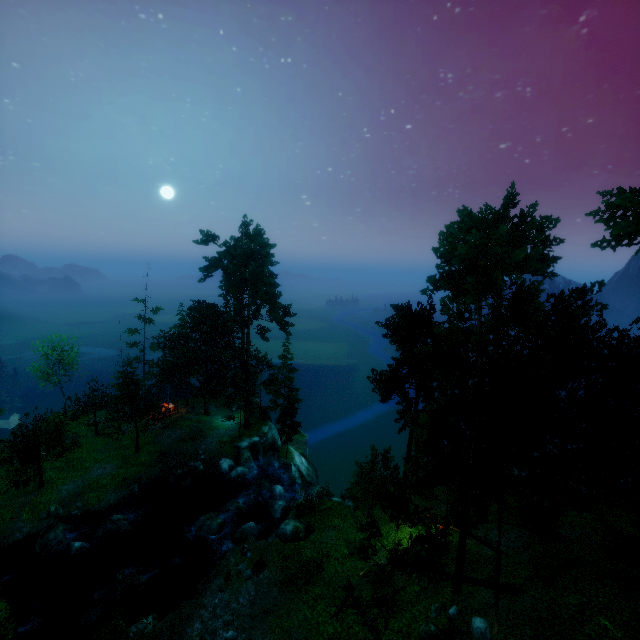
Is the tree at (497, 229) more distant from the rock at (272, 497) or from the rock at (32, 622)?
the rock at (32, 622)

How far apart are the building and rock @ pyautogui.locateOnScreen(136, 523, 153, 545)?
14.09m

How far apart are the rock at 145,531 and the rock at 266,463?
12.5 meters

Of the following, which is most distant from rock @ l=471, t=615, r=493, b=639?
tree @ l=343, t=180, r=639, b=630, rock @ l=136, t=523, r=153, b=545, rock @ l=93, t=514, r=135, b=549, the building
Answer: the building

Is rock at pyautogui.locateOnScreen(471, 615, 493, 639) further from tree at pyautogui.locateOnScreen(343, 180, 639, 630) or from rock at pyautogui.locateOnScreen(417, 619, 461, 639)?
tree at pyautogui.locateOnScreen(343, 180, 639, 630)

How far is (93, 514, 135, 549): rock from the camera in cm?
2513

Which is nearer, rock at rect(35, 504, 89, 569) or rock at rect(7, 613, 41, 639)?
rock at rect(7, 613, 41, 639)

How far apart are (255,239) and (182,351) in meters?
18.1
